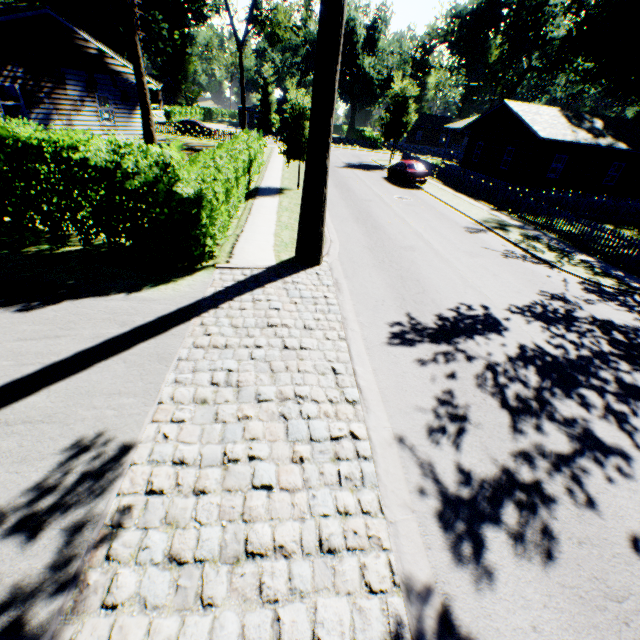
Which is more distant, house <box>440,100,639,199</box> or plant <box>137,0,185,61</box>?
plant <box>137,0,185,61</box>

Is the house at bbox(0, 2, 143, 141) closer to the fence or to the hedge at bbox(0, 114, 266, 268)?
the hedge at bbox(0, 114, 266, 268)

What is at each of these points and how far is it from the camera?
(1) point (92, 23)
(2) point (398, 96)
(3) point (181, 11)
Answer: (1) plant, 52.6m
(2) plant, 32.6m
(3) plant, 59.5m

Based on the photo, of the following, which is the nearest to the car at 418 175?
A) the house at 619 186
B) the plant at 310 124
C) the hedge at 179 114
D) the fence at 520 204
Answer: the fence at 520 204

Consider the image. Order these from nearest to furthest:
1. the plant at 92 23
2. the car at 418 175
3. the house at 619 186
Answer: the plant at 92 23 < the house at 619 186 < the car at 418 175

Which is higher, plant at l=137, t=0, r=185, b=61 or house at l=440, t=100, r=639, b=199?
plant at l=137, t=0, r=185, b=61

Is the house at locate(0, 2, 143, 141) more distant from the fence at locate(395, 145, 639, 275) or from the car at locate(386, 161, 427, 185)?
the fence at locate(395, 145, 639, 275)

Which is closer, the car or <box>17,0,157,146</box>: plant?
<box>17,0,157,146</box>: plant
